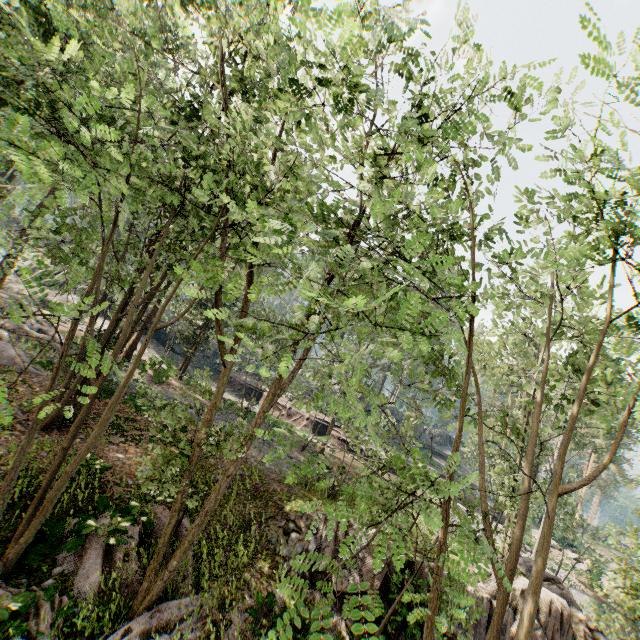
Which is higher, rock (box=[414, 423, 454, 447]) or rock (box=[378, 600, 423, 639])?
rock (box=[414, 423, 454, 447])

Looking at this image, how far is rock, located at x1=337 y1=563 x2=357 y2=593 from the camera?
11.2 meters

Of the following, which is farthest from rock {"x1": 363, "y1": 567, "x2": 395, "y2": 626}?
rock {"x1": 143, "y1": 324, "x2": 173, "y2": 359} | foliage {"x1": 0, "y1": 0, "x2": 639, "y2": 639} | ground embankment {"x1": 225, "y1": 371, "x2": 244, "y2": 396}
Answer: rock {"x1": 143, "y1": 324, "x2": 173, "y2": 359}

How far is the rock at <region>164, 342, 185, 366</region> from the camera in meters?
20.9 m

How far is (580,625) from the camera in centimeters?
1675cm

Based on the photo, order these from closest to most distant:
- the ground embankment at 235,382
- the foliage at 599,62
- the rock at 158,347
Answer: the foliage at 599,62 → the rock at 158,347 → the ground embankment at 235,382

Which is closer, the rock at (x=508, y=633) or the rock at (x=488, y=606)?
the rock at (x=488, y=606)

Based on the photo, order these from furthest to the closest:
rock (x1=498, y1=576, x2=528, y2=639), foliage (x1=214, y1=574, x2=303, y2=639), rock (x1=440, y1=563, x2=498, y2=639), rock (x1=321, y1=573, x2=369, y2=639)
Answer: rock (x1=498, y1=576, x2=528, y2=639), rock (x1=440, y1=563, x2=498, y2=639), rock (x1=321, y1=573, x2=369, y2=639), foliage (x1=214, y1=574, x2=303, y2=639)
